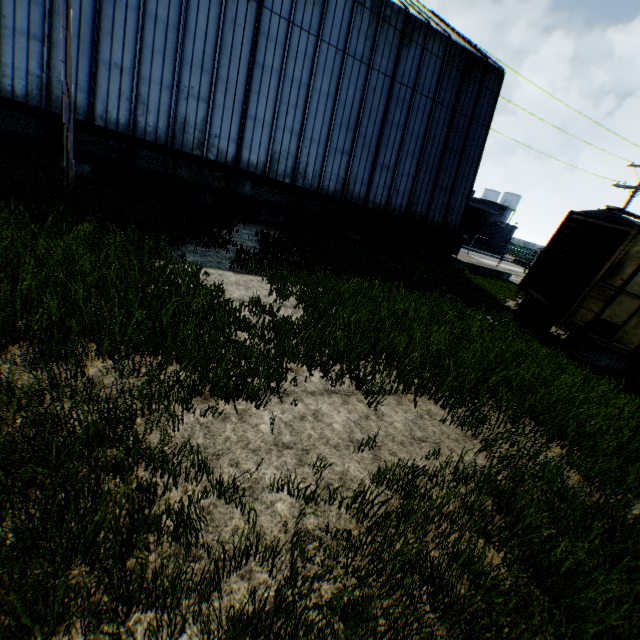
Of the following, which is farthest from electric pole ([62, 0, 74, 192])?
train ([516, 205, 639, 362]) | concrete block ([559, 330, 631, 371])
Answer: concrete block ([559, 330, 631, 371])

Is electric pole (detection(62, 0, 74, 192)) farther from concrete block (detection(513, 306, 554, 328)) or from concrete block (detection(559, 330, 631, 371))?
concrete block (detection(559, 330, 631, 371))

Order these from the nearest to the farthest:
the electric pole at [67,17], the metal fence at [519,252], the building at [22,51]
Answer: the electric pole at [67,17] < the building at [22,51] < the metal fence at [519,252]

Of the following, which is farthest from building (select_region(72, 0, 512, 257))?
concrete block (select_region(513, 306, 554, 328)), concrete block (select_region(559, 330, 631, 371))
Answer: concrete block (select_region(559, 330, 631, 371))

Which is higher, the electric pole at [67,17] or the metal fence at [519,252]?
the electric pole at [67,17]

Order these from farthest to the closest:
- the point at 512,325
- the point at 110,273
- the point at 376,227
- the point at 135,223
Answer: the point at 376,227
the point at 512,325
the point at 135,223
the point at 110,273

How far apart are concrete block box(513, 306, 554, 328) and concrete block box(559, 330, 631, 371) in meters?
1.3 m

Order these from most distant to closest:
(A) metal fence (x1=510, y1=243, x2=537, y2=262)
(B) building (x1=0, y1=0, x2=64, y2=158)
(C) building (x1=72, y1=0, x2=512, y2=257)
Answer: (A) metal fence (x1=510, y1=243, x2=537, y2=262), (C) building (x1=72, y1=0, x2=512, y2=257), (B) building (x1=0, y1=0, x2=64, y2=158)
